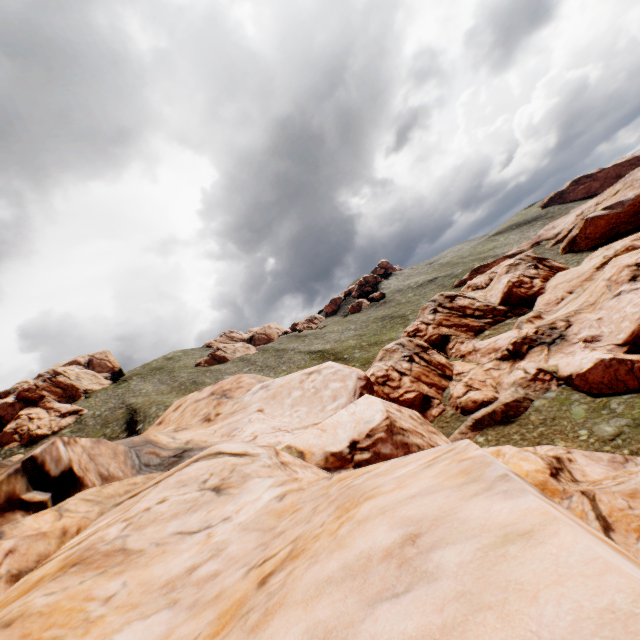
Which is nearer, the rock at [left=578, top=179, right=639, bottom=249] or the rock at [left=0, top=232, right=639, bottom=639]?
the rock at [left=0, top=232, right=639, bottom=639]

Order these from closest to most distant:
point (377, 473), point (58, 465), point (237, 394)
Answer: point (377, 473)
point (58, 465)
point (237, 394)

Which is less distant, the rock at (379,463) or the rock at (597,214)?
the rock at (379,463)
